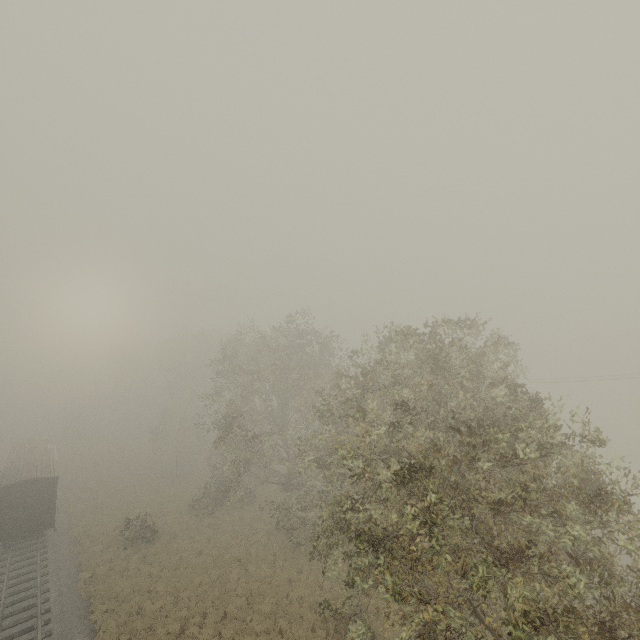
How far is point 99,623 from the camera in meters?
16.9

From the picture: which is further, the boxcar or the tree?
the tree

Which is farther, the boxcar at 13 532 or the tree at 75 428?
the tree at 75 428

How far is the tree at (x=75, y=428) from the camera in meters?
55.9

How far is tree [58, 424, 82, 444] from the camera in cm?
5593
